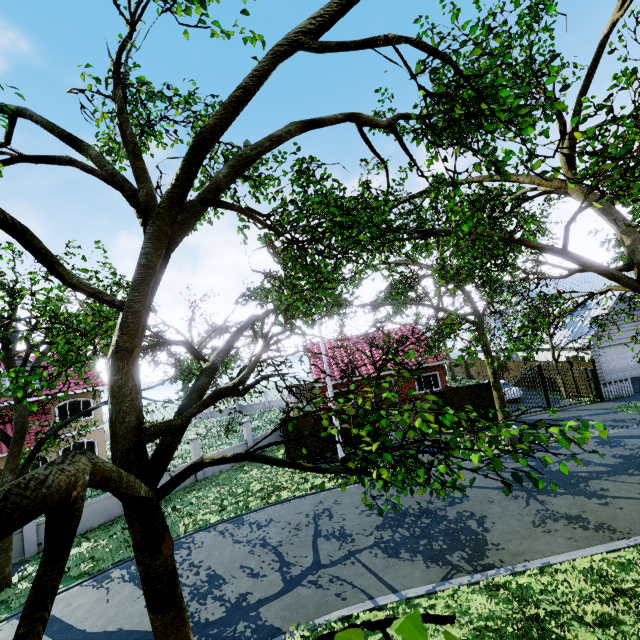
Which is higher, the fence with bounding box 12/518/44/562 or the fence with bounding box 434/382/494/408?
the fence with bounding box 434/382/494/408

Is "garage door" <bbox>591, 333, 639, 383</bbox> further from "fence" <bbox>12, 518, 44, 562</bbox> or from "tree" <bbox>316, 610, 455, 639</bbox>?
"fence" <bbox>12, 518, 44, 562</bbox>

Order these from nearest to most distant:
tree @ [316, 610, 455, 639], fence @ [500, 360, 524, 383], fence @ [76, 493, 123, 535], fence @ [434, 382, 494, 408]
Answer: tree @ [316, 610, 455, 639], fence @ [76, 493, 123, 535], fence @ [434, 382, 494, 408], fence @ [500, 360, 524, 383]

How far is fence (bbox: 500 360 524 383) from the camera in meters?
27.0 m

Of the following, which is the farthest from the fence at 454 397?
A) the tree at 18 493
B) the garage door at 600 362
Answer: the garage door at 600 362

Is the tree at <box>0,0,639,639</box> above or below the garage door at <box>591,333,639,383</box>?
above

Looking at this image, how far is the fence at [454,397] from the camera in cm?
1948

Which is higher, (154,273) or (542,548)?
(154,273)
